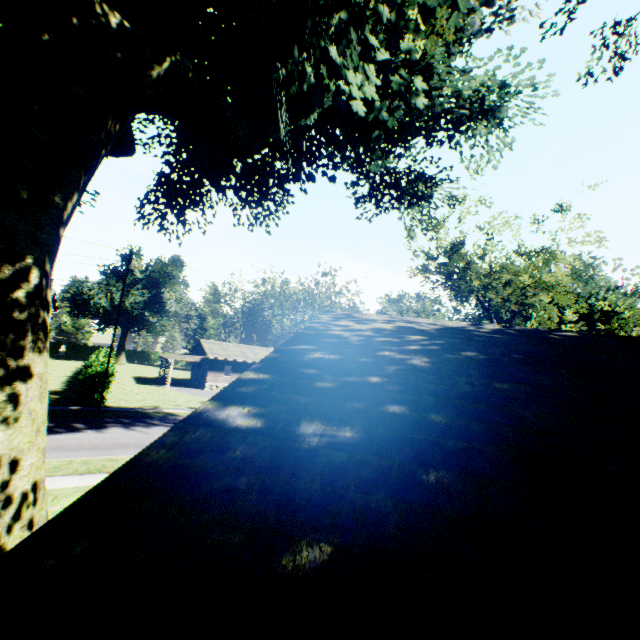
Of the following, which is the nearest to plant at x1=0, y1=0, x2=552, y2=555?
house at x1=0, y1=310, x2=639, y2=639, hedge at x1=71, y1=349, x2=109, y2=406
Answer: house at x1=0, y1=310, x2=639, y2=639

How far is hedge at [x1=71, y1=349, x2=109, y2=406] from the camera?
24.33m

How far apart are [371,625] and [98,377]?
29.5 meters

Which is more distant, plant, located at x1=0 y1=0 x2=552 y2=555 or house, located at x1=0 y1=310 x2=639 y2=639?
plant, located at x1=0 y1=0 x2=552 y2=555

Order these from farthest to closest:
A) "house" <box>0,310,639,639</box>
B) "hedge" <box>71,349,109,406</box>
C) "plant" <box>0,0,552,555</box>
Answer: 1. "hedge" <box>71,349,109,406</box>
2. "plant" <box>0,0,552,555</box>
3. "house" <box>0,310,639,639</box>

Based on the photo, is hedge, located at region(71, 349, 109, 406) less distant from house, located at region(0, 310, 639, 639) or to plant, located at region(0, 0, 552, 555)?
plant, located at region(0, 0, 552, 555)

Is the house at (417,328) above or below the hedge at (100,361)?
above

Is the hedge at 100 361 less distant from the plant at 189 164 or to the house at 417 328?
the plant at 189 164
